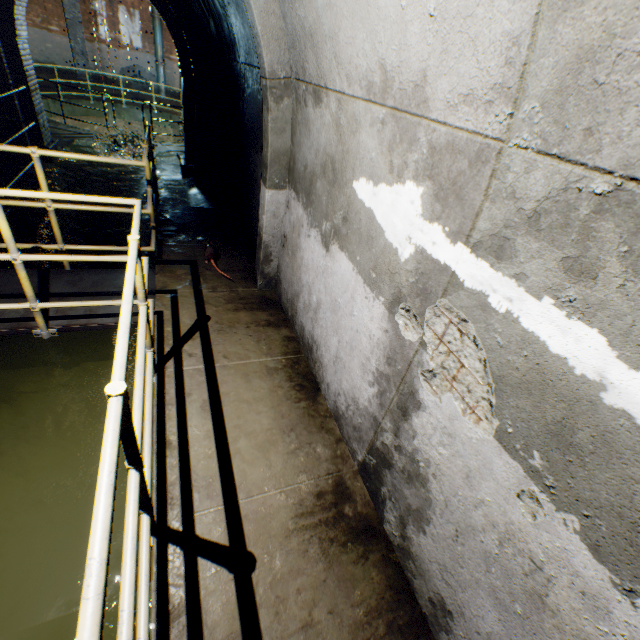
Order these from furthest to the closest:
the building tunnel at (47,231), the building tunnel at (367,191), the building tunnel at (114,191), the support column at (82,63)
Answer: the support column at (82,63) < the building tunnel at (114,191) < the building tunnel at (47,231) < the building tunnel at (367,191)

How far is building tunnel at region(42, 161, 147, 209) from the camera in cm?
753

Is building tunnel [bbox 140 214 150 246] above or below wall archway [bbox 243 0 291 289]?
below

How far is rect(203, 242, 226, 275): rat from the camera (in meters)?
4.17

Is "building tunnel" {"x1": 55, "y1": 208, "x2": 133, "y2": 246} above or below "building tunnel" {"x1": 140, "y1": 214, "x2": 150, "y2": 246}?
below

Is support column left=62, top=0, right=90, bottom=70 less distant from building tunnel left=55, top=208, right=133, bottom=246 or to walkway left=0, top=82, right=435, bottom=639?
building tunnel left=55, top=208, right=133, bottom=246

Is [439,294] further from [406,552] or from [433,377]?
[406,552]

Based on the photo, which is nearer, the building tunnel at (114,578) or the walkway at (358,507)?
the walkway at (358,507)
